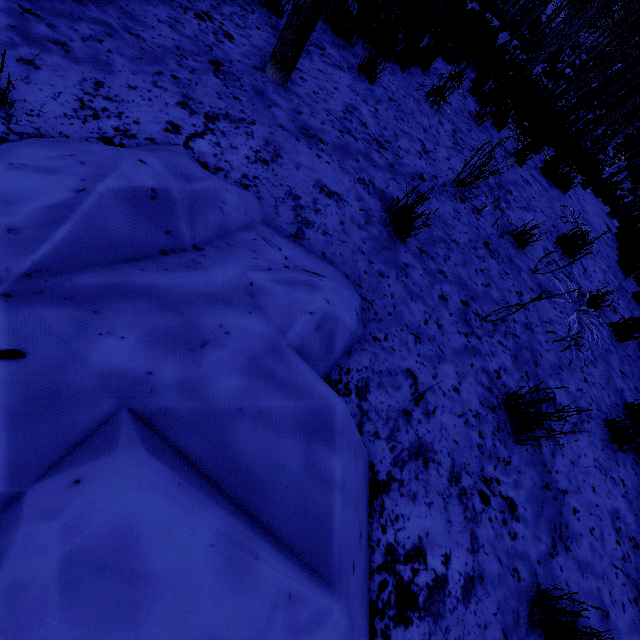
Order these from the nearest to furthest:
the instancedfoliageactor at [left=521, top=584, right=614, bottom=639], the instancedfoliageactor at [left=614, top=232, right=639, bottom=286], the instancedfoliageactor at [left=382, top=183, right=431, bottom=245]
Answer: the instancedfoliageactor at [left=521, top=584, right=614, bottom=639] → the instancedfoliageactor at [left=382, top=183, right=431, bottom=245] → the instancedfoliageactor at [left=614, top=232, right=639, bottom=286]

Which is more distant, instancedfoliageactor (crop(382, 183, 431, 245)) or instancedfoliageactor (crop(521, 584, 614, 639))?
instancedfoliageactor (crop(382, 183, 431, 245))

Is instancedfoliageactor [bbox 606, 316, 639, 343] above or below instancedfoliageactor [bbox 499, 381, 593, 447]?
above

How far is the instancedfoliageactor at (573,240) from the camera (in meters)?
3.31

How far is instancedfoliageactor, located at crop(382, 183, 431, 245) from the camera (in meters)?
2.48

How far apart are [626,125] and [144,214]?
24.5m
